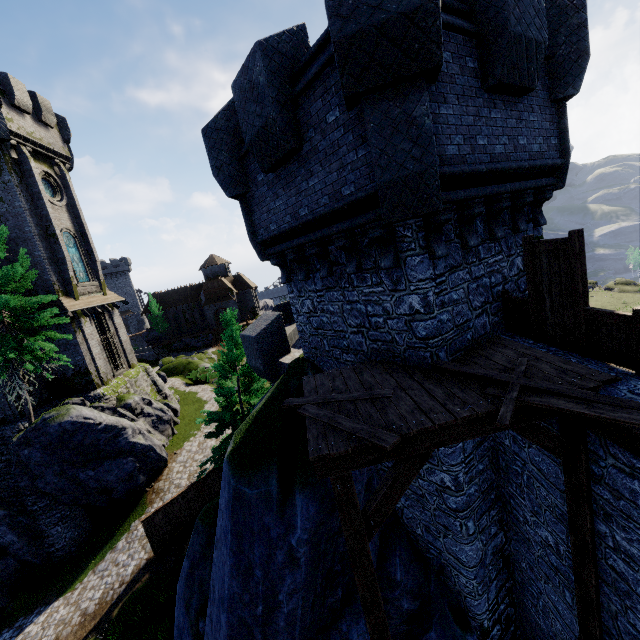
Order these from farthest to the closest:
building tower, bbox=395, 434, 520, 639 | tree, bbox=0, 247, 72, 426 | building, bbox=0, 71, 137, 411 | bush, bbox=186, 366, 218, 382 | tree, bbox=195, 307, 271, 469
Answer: bush, bbox=186, 366, 218, 382 < building, bbox=0, 71, 137, 411 < tree, bbox=195, 307, 271, 469 < tree, bbox=0, 247, 72, 426 < building tower, bbox=395, 434, 520, 639

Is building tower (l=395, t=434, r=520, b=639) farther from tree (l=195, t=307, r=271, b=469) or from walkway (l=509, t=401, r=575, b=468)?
tree (l=195, t=307, r=271, b=469)

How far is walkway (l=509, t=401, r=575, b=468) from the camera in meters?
4.3

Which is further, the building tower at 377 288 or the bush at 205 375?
the bush at 205 375

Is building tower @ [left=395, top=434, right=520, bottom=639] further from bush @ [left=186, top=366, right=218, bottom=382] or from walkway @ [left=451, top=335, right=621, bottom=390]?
bush @ [left=186, top=366, right=218, bottom=382]

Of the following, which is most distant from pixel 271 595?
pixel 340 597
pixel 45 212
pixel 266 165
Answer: pixel 45 212

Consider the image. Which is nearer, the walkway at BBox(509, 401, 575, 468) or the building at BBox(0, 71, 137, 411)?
the walkway at BBox(509, 401, 575, 468)

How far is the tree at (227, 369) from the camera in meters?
17.0
